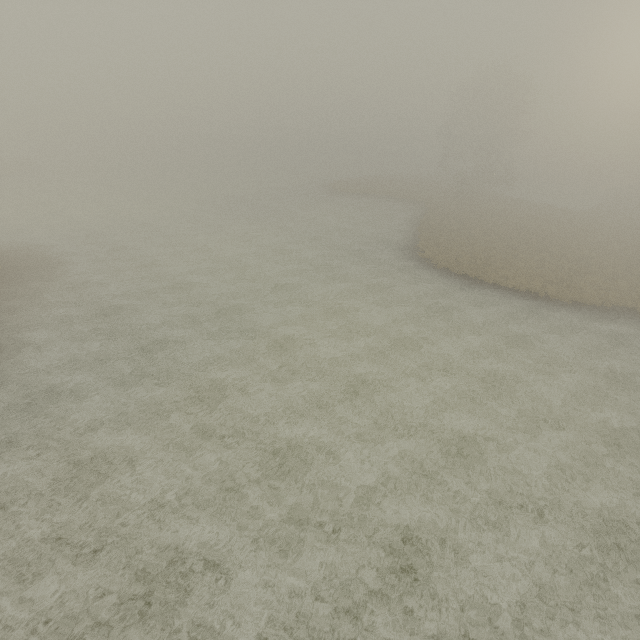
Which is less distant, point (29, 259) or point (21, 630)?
point (21, 630)
